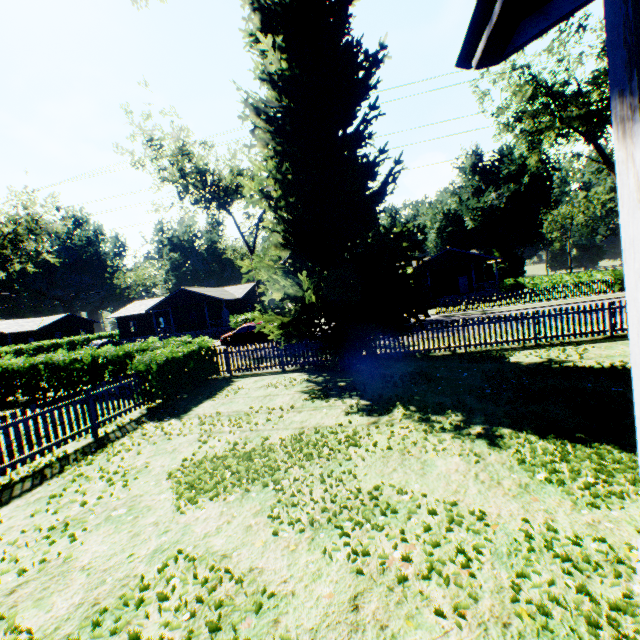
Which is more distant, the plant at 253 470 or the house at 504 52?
the plant at 253 470

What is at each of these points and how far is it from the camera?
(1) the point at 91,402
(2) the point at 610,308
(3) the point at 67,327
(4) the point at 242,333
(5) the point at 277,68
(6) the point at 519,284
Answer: (1) fence, 8.62m
(2) fence, 11.55m
(3) house, 59.22m
(4) car, 26.41m
(5) plant, 9.75m
(6) hedge, 41.72m

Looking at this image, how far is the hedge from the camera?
25.3m

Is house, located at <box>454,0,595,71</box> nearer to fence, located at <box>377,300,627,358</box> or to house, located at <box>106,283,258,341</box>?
fence, located at <box>377,300,627,358</box>

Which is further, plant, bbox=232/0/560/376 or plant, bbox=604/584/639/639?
plant, bbox=232/0/560/376

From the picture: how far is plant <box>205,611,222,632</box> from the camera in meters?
2.9 m

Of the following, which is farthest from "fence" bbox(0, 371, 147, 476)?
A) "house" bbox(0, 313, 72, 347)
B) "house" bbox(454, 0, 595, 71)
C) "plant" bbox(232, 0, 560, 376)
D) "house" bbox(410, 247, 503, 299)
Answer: "house" bbox(0, 313, 72, 347)

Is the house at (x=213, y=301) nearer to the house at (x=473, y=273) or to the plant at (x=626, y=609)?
the house at (x=473, y=273)
